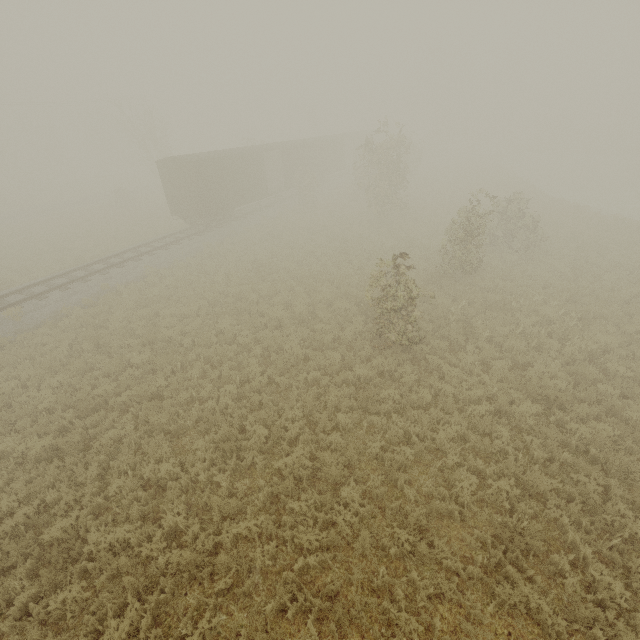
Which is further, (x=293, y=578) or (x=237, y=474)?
(x=237, y=474)

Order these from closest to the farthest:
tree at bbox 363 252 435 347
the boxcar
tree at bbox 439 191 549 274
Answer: tree at bbox 363 252 435 347 → tree at bbox 439 191 549 274 → the boxcar

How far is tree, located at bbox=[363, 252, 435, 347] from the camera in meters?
9.5

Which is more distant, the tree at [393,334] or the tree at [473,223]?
the tree at [473,223]

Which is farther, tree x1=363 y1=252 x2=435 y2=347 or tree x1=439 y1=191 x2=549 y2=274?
tree x1=439 y1=191 x2=549 y2=274

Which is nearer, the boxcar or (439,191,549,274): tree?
(439,191,549,274): tree

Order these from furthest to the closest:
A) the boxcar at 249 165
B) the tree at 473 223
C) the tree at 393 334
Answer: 1. the boxcar at 249 165
2. the tree at 473 223
3. the tree at 393 334
